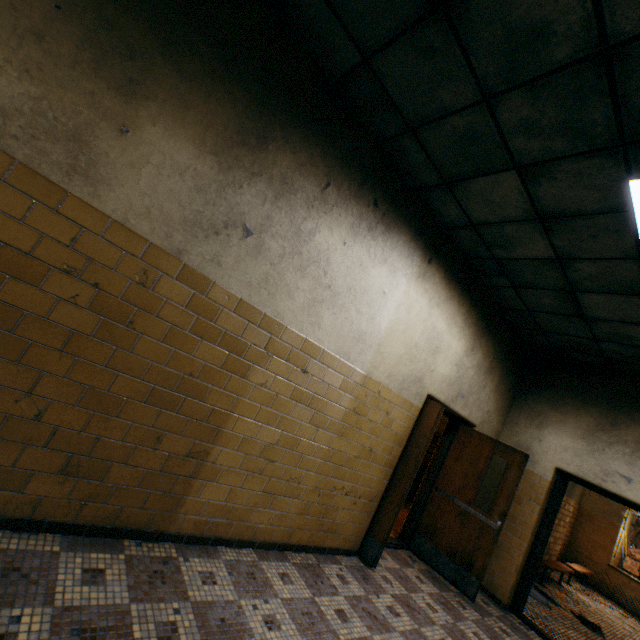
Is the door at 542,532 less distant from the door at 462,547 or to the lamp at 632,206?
the door at 462,547

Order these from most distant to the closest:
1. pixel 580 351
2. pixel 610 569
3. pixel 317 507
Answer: pixel 610 569, pixel 580 351, pixel 317 507

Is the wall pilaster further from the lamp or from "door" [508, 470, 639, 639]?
the lamp

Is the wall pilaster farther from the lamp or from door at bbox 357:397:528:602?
the lamp

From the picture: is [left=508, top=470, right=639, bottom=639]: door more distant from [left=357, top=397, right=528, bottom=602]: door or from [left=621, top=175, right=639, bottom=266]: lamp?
[left=621, top=175, right=639, bottom=266]: lamp

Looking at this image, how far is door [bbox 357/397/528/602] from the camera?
4.02m

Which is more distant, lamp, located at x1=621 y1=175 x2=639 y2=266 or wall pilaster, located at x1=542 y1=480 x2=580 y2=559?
wall pilaster, located at x1=542 y1=480 x2=580 y2=559

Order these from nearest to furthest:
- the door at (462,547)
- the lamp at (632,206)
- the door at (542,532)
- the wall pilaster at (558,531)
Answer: the lamp at (632,206) → the door at (462,547) → the door at (542,532) → the wall pilaster at (558,531)
